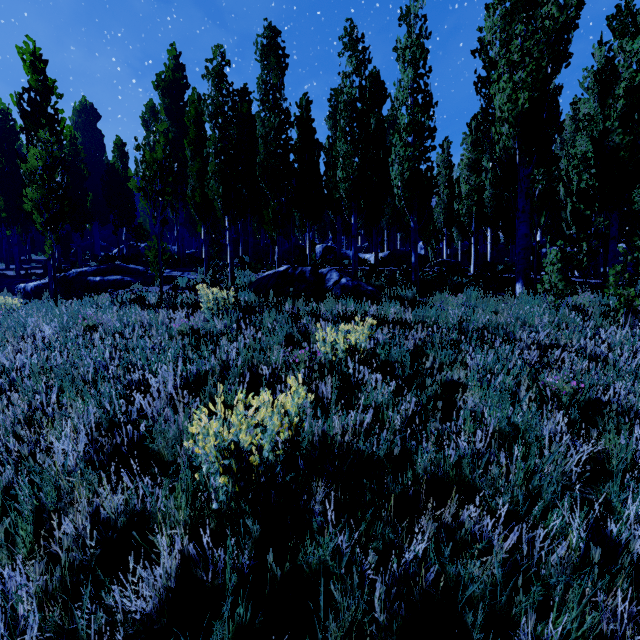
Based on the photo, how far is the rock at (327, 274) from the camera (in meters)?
8.81

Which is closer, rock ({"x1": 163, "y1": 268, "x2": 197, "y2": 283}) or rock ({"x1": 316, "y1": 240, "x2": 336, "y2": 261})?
rock ({"x1": 163, "y1": 268, "x2": 197, "y2": 283})

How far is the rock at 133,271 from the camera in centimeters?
1323cm

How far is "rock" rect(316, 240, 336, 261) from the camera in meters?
25.0 m

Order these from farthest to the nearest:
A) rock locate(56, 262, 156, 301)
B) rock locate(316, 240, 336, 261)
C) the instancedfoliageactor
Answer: rock locate(316, 240, 336, 261) → rock locate(56, 262, 156, 301) → the instancedfoliageactor

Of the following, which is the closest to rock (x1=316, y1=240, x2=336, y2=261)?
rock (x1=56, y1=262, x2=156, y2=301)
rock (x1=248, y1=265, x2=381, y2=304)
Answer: rock (x1=248, y1=265, x2=381, y2=304)

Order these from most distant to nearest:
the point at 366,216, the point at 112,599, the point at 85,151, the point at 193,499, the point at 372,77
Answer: the point at 85,151
the point at 372,77
the point at 366,216
the point at 193,499
the point at 112,599

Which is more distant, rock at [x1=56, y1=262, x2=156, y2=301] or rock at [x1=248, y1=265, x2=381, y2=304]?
rock at [x1=56, y1=262, x2=156, y2=301]
